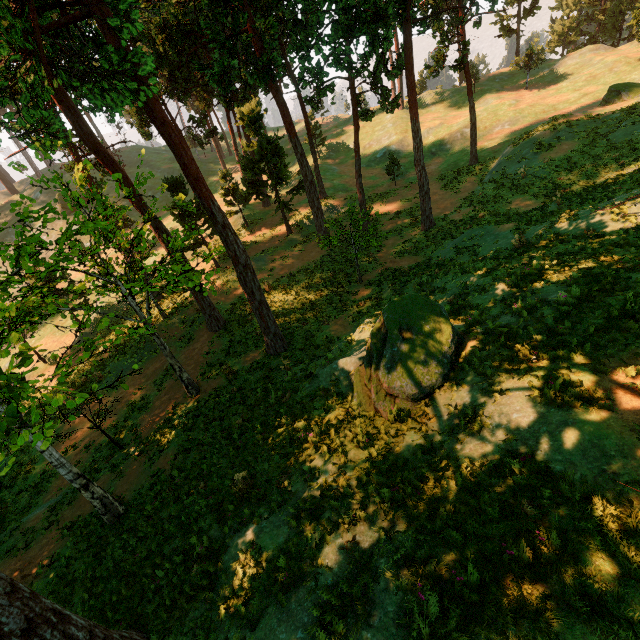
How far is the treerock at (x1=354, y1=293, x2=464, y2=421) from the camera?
9.16m

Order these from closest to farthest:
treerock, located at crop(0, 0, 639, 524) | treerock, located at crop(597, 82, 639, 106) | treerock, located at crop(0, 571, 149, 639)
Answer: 1. treerock, located at crop(0, 571, 149, 639)
2. treerock, located at crop(0, 0, 639, 524)
3. treerock, located at crop(597, 82, 639, 106)

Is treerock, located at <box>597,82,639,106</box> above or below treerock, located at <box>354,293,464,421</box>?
above

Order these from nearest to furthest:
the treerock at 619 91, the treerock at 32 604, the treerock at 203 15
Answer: the treerock at 32 604 < the treerock at 203 15 < the treerock at 619 91

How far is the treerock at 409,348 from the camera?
9.2 meters

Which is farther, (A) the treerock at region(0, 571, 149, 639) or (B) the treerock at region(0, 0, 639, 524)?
(B) the treerock at region(0, 0, 639, 524)

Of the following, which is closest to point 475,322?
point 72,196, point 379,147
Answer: point 72,196
